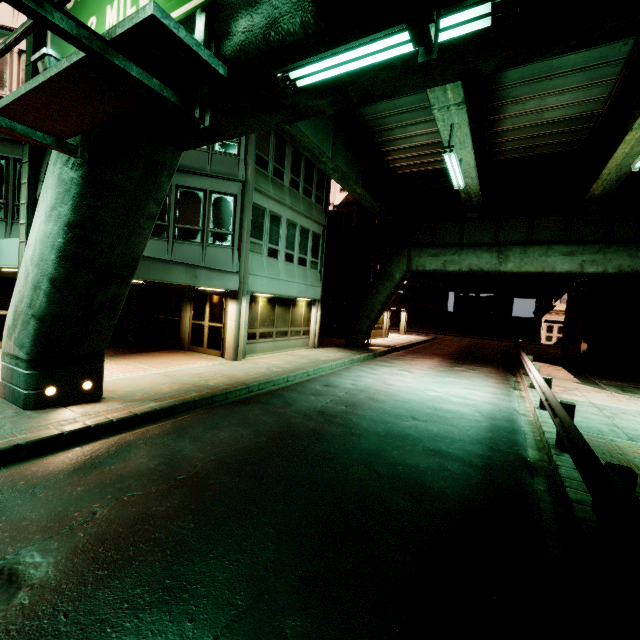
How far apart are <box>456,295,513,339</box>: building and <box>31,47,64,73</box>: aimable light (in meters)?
50.45

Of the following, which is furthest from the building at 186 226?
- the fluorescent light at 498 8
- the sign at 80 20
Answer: the fluorescent light at 498 8

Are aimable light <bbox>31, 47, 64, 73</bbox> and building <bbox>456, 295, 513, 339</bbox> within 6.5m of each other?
no

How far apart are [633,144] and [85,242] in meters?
16.9

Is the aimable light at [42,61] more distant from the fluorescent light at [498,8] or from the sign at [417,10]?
the sign at [417,10]

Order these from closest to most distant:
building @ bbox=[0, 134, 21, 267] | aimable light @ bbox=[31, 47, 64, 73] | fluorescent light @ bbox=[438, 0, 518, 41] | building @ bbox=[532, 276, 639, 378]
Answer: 1. fluorescent light @ bbox=[438, 0, 518, 41]
2. aimable light @ bbox=[31, 47, 64, 73]
3. building @ bbox=[0, 134, 21, 267]
4. building @ bbox=[532, 276, 639, 378]

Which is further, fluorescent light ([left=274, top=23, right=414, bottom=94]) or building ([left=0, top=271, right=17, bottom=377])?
building ([left=0, top=271, right=17, bottom=377])

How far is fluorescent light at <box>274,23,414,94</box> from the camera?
3.2 meters
